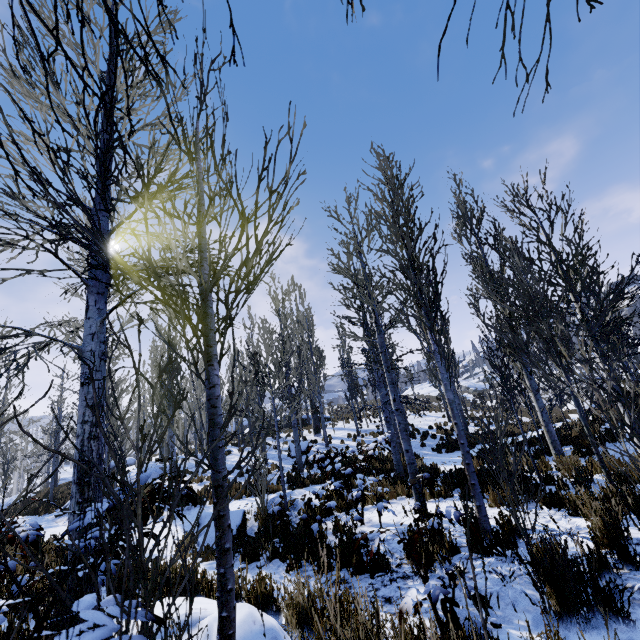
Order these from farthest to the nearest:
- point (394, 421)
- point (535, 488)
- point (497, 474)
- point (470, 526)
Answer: point (394, 421)
point (497, 474)
point (535, 488)
point (470, 526)

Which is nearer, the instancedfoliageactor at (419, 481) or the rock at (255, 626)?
the instancedfoliageactor at (419, 481)

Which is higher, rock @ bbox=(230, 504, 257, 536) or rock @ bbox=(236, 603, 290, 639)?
rock @ bbox=(236, 603, 290, 639)

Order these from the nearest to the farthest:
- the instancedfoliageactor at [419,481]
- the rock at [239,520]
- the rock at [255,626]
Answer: the instancedfoliageactor at [419,481]
the rock at [255,626]
the rock at [239,520]

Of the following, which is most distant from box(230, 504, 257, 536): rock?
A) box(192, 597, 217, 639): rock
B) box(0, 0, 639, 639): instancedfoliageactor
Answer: box(192, 597, 217, 639): rock

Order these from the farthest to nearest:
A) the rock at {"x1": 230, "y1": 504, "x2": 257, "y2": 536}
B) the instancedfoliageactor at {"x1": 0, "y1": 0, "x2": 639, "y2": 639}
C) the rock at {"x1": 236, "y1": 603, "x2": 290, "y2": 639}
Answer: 1. the rock at {"x1": 230, "y1": 504, "x2": 257, "y2": 536}
2. the rock at {"x1": 236, "y1": 603, "x2": 290, "y2": 639}
3. the instancedfoliageactor at {"x1": 0, "y1": 0, "x2": 639, "y2": 639}

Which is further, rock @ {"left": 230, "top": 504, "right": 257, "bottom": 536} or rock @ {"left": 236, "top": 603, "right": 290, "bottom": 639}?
rock @ {"left": 230, "top": 504, "right": 257, "bottom": 536}
